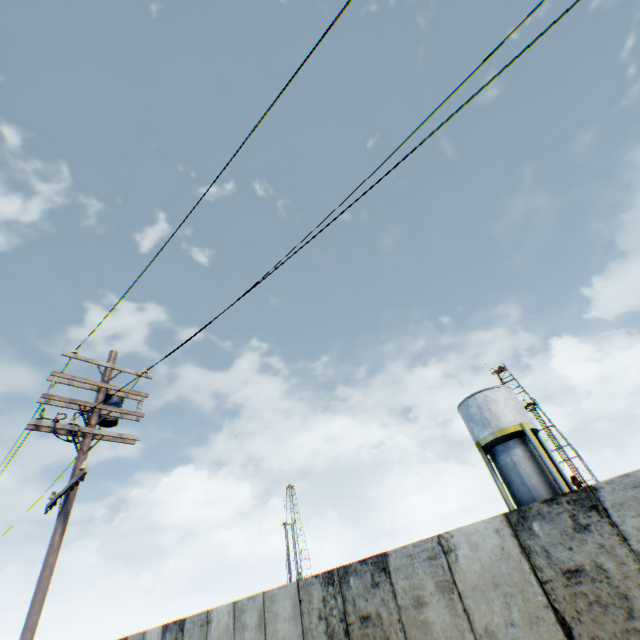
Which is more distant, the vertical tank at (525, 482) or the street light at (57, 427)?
the vertical tank at (525, 482)

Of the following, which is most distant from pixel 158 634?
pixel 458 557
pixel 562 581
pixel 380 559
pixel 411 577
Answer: pixel 562 581

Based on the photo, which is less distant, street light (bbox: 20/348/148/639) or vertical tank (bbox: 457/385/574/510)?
street light (bbox: 20/348/148/639)

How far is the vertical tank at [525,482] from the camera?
19.05m

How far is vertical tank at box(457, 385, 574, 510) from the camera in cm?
1905
